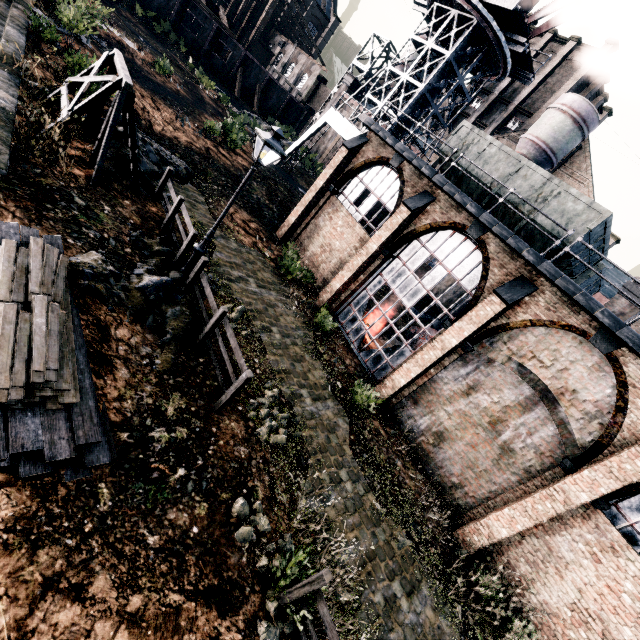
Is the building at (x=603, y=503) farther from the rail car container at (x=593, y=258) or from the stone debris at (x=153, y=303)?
the stone debris at (x=153, y=303)

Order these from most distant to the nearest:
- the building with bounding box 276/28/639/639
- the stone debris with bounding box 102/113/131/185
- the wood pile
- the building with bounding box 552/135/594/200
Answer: the building with bounding box 552/135/594/200 → the stone debris with bounding box 102/113/131/185 → the building with bounding box 276/28/639/639 → the wood pile

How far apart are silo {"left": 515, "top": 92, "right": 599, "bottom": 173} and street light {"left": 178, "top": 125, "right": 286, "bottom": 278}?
37.40m

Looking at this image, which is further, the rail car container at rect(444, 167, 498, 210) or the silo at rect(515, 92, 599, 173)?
the silo at rect(515, 92, 599, 173)

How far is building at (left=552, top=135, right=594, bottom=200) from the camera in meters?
35.2 m

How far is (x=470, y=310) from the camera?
13.0m

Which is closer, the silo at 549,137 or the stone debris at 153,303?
the stone debris at 153,303

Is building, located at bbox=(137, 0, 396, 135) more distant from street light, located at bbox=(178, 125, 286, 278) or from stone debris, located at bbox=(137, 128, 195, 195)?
street light, located at bbox=(178, 125, 286, 278)
